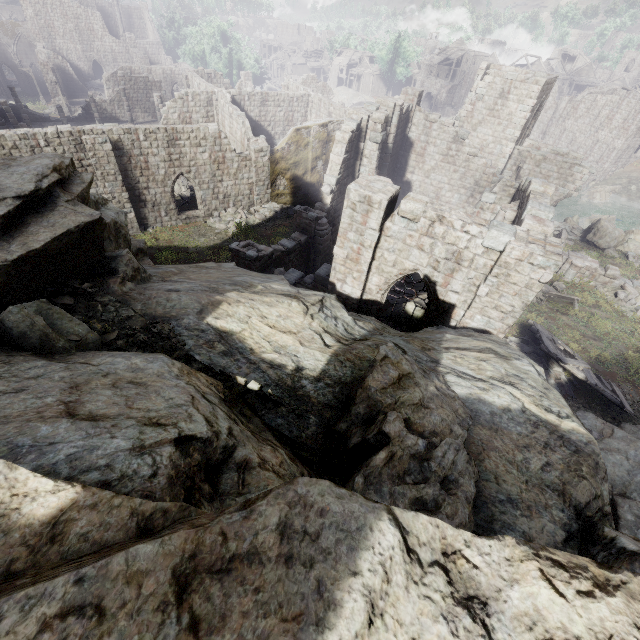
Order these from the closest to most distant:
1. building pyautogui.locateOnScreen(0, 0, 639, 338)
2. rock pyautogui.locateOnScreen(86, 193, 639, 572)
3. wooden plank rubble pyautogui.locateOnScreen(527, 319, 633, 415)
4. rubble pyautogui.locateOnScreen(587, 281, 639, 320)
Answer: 1. rock pyautogui.locateOnScreen(86, 193, 639, 572)
2. building pyautogui.locateOnScreen(0, 0, 639, 338)
3. wooden plank rubble pyautogui.locateOnScreen(527, 319, 633, 415)
4. rubble pyautogui.locateOnScreen(587, 281, 639, 320)

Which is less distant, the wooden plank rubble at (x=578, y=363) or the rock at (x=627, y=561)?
the rock at (x=627, y=561)

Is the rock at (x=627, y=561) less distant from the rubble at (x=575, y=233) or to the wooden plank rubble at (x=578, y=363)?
Answer: the wooden plank rubble at (x=578, y=363)

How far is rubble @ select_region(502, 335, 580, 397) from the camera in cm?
1402

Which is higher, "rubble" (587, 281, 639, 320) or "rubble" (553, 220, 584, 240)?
"rubble" (587, 281, 639, 320)

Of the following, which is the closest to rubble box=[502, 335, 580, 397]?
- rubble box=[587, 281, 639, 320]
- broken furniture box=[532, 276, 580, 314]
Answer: broken furniture box=[532, 276, 580, 314]

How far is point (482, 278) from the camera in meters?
9.4

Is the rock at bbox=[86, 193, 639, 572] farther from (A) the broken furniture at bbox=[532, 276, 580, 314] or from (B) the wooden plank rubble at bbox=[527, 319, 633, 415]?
(A) the broken furniture at bbox=[532, 276, 580, 314]
